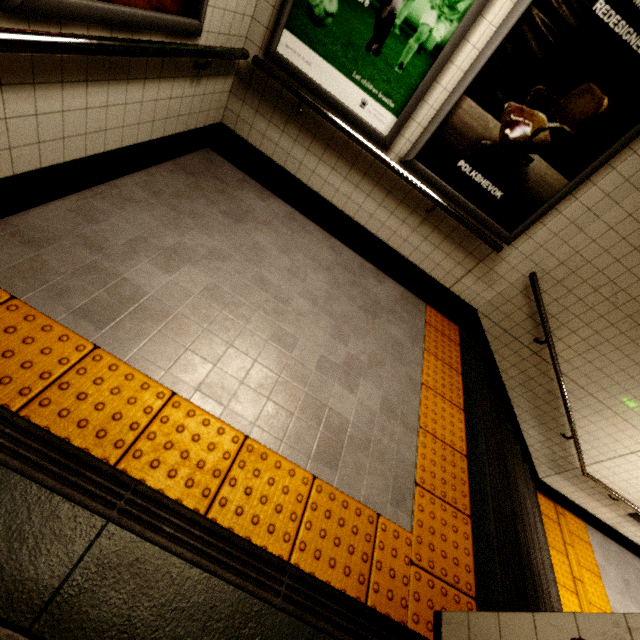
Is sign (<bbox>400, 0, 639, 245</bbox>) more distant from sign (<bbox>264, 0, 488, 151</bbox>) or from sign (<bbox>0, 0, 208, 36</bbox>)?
sign (<bbox>0, 0, 208, 36</bbox>)

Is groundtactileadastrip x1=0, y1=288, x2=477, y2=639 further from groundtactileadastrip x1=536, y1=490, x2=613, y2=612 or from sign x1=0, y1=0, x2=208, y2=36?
groundtactileadastrip x1=536, y1=490, x2=613, y2=612

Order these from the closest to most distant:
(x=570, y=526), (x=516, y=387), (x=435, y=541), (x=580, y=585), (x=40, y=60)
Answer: (x=40, y=60) < (x=435, y=541) < (x=516, y=387) < (x=580, y=585) < (x=570, y=526)

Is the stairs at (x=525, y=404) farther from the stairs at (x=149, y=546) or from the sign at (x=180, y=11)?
the sign at (x=180, y=11)

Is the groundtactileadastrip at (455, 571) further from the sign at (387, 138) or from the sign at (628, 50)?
the sign at (387, 138)

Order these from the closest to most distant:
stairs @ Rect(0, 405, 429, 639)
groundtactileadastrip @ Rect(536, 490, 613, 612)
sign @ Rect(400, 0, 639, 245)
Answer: stairs @ Rect(0, 405, 429, 639) → sign @ Rect(400, 0, 639, 245) → groundtactileadastrip @ Rect(536, 490, 613, 612)

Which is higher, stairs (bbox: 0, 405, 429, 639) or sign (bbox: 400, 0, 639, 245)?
sign (bbox: 400, 0, 639, 245)

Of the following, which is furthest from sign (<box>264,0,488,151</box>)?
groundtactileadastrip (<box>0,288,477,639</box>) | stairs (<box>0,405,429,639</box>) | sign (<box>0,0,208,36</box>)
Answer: stairs (<box>0,405,429,639</box>)
